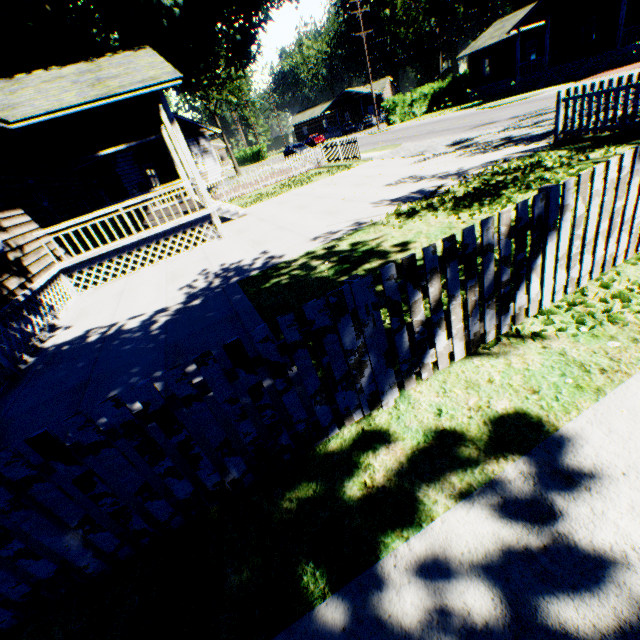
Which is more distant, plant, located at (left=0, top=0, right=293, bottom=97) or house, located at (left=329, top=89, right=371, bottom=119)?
house, located at (left=329, top=89, right=371, bottom=119)

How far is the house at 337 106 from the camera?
57.1m

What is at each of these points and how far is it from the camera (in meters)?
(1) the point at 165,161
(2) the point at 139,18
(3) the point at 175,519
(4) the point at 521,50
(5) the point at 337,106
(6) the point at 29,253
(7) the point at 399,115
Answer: (1) plant, 19.70
(2) plant, 14.43
(3) fence, 2.40
(4) house, 31.47
(5) house, 59.94
(6) house, 8.45
(7) hedge, 38.06

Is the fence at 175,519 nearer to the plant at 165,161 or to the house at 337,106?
the plant at 165,161

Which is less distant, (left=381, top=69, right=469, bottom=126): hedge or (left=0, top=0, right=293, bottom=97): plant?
(left=0, top=0, right=293, bottom=97): plant

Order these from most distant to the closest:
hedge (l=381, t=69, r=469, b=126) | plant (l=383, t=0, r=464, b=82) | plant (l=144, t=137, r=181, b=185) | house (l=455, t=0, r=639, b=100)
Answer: plant (l=383, t=0, r=464, b=82)
hedge (l=381, t=69, r=469, b=126)
house (l=455, t=0, r=639, b=100)
plant (l=144, t=137, r=181, b=185)

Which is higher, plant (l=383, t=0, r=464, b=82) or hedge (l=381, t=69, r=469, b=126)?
plant (l=383, t=0, r=464, b=82)
